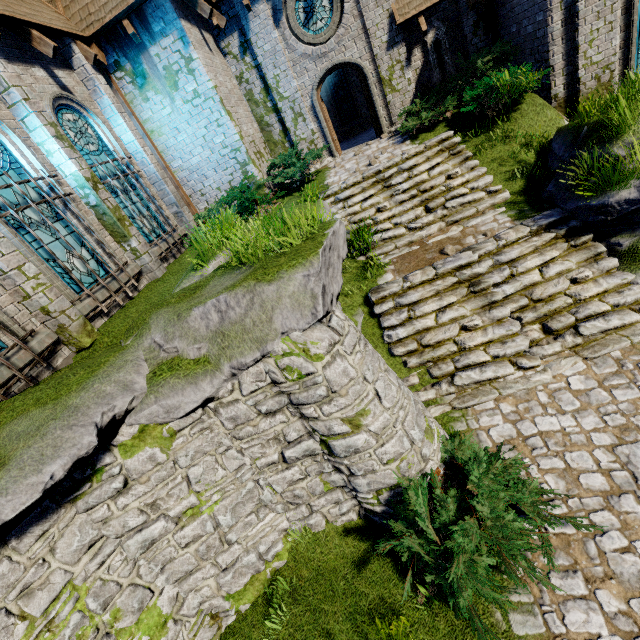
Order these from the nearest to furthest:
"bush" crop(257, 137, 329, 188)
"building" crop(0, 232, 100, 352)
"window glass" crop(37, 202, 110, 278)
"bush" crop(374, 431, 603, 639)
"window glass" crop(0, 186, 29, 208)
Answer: "bush" crop(374, 431, 603, 639) → "building" crop(0, 232, 100, 352) → "window glass" crop(0, 186, 29, 208) → "window glass" crop(37, 202, 110, 278) → "bush" crop(257, 137, 329, 188)

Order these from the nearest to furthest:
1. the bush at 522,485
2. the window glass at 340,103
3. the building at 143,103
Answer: the bush at 522,485 < the building at 143,103 < the window glass at 340,103

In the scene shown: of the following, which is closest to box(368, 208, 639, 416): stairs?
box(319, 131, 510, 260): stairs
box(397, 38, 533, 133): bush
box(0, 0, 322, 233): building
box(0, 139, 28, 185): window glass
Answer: box(319, 131, 510, 260): stairs

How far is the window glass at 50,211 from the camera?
6.85m

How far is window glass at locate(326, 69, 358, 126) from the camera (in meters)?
16.55

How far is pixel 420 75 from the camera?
11.65m

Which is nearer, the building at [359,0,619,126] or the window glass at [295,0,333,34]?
the building at [359,0,619,126]

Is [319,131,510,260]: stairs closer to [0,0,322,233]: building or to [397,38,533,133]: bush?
[397,38,533,133]: bush
